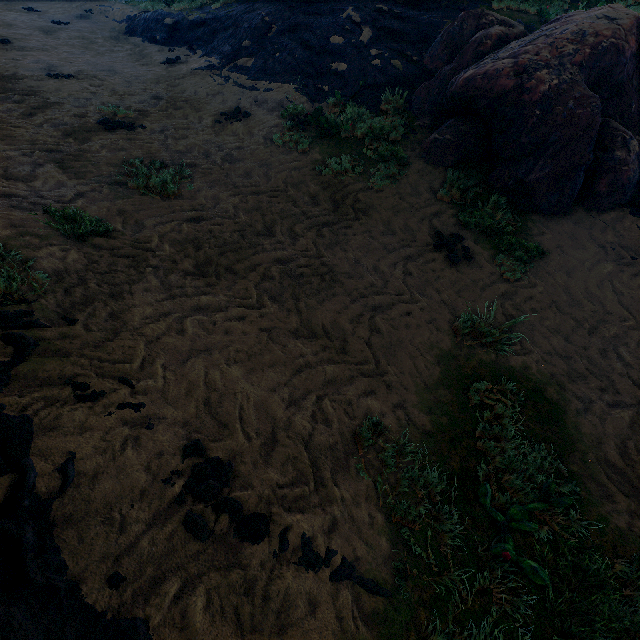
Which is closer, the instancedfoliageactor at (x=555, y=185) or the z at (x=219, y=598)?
the z at (x=219, y=598)

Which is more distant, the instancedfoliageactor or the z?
the instancedfoliageactor

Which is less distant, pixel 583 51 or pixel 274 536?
pixel 274 536
